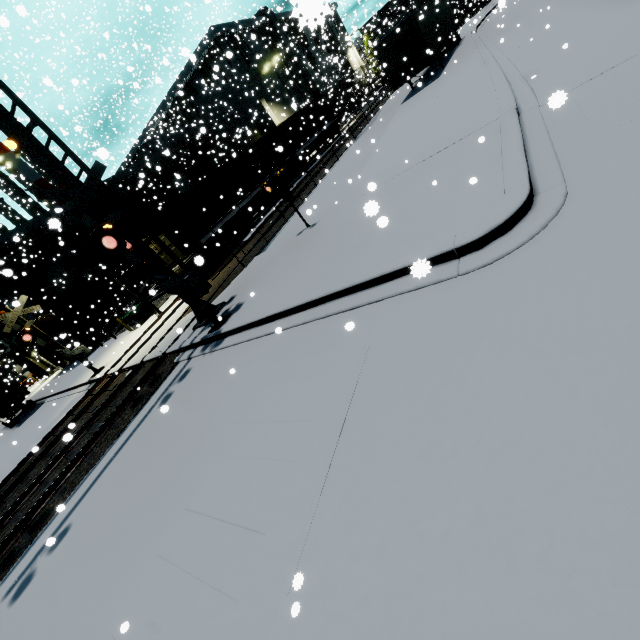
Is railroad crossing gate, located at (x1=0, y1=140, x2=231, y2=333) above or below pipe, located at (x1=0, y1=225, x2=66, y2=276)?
below

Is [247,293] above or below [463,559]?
above

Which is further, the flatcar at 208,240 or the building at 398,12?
the building at 398,12

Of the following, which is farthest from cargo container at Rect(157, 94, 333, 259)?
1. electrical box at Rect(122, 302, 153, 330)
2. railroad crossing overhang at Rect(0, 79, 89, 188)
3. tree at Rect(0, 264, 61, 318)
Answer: electrical box at Rect(122, 302, 153, 330)

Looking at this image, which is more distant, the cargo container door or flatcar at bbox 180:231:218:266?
the cargo container door

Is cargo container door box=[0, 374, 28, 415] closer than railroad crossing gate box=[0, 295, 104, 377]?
No

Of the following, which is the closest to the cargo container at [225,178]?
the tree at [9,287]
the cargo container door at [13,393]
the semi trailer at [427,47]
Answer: the cargo container door at [13,393]

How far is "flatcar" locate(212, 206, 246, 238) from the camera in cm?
1936
